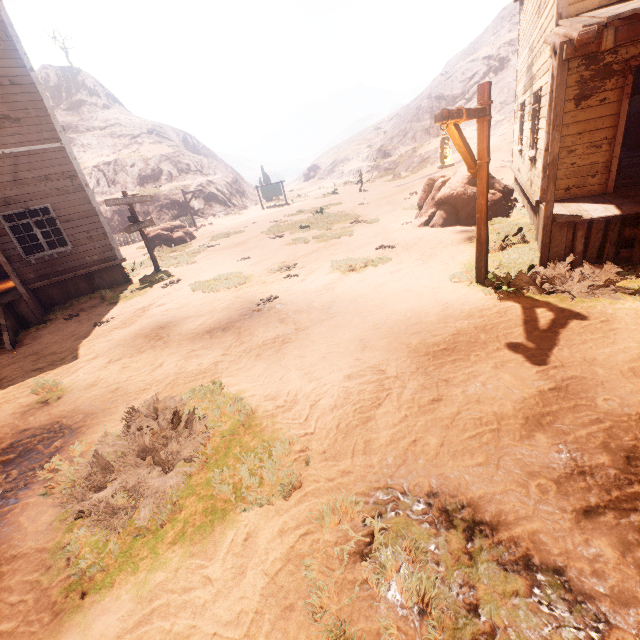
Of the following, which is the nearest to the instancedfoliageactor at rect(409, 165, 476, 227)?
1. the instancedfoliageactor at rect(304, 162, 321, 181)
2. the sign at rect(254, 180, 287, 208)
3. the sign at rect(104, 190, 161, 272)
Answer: the sign at rect(104, 190, 161, 272)

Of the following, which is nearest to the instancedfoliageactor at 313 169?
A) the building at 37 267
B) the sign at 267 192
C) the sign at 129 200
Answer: the sign at 267 192

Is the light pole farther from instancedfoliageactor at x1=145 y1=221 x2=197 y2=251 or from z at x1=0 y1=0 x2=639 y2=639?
instancedfoliageactor at x1=145 y1=221 x2=197 y2=251

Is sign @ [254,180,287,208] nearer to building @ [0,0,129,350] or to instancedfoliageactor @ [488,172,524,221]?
building @ [0,0,129,350]

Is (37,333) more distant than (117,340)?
Yes

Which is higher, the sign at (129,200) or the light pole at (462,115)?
the sign at (129,200)

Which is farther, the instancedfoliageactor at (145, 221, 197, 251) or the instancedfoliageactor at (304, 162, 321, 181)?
the instancedfoliageactor at (304, 162, 321, 181)

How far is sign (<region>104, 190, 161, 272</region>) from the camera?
11.8 meters
